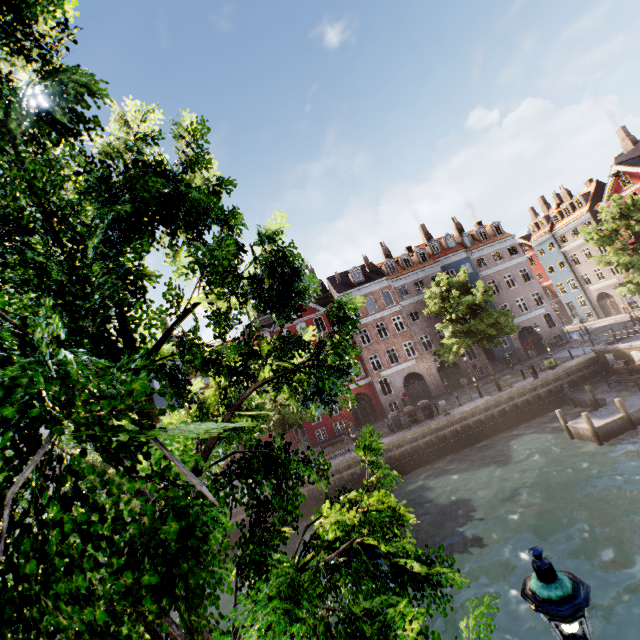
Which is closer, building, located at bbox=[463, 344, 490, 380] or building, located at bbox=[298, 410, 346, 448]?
building, located at bbox=[298, 410, 346, 448]

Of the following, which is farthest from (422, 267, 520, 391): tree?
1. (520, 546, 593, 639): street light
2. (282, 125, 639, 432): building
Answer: (282, 125, 639, 432): building

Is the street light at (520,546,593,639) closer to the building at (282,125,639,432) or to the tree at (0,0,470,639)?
the tree at (0,0,470,639)

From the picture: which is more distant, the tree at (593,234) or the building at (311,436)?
the building at (311,436)

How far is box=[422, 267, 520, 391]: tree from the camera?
24.4m

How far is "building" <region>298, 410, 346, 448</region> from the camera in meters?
32.9 m

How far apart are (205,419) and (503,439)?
23.9m
